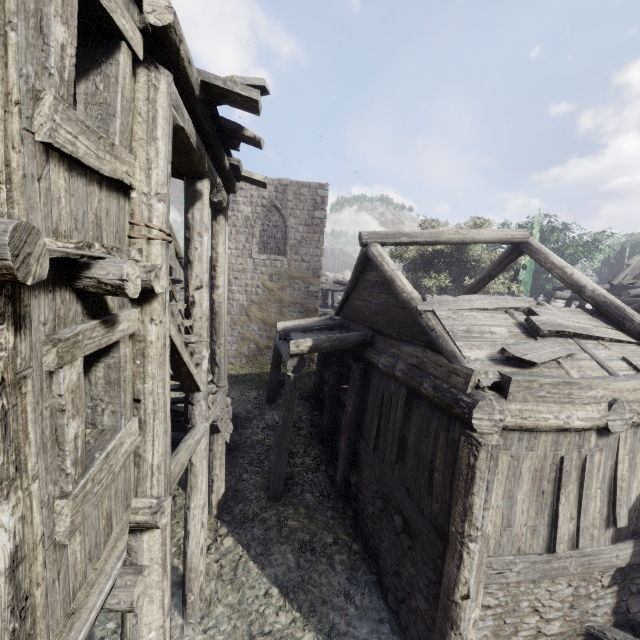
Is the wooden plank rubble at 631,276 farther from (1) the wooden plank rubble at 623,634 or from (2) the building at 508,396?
(1) the wooden plank rubble at 623,634

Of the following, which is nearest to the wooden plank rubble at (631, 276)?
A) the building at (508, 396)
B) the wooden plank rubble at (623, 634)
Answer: the building at (508, 396)

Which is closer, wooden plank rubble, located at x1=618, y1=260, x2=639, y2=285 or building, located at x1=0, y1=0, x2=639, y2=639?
building, located at x1=0, y1=0, x2=639, y2=639

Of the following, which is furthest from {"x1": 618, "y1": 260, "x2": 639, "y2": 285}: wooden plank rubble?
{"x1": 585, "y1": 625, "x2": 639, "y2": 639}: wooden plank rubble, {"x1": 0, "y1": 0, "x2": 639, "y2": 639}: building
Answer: {"x1": 585, "y1": 625, "x2": 639, "y2": 639}: wooden plank rubble

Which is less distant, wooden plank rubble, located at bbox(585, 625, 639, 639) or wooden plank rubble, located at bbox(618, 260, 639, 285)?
wooden plank rubble, located at bbox(585, 625, 639, 639)

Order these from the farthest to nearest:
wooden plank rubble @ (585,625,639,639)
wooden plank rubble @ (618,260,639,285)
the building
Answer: wooden plank rubble @ (618,260,639,285)
wooden plank rubble @ (585,625,639,639)
the building

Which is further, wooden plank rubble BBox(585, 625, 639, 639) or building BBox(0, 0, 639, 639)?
wooden plank rubble BBox(585, 625, 639, 639)

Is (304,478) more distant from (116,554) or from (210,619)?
(116,554)
